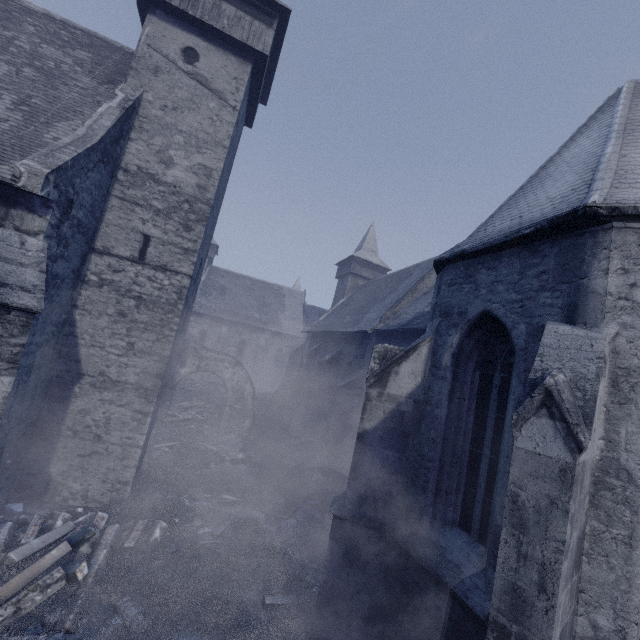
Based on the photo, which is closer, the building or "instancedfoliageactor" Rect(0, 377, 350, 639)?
the building

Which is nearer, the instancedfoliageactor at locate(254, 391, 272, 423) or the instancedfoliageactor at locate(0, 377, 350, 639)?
the instancedfoliageactor at locate(0, 377, 350, 639)

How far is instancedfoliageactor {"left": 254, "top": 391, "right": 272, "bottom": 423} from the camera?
22.1m

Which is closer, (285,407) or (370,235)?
(285,407)

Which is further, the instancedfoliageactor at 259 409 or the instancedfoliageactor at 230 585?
the instancedfoliageactor at 259 409

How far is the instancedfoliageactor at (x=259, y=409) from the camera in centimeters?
2210cm

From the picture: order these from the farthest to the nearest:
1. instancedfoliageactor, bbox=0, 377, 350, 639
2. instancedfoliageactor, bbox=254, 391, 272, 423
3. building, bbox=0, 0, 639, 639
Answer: instancedfoliageactor, bbox=254, 391, 272, 423
instancedfoliageactor, bbox=0, 377, 350, 639
building, bbox=0, 0, 639, 639
